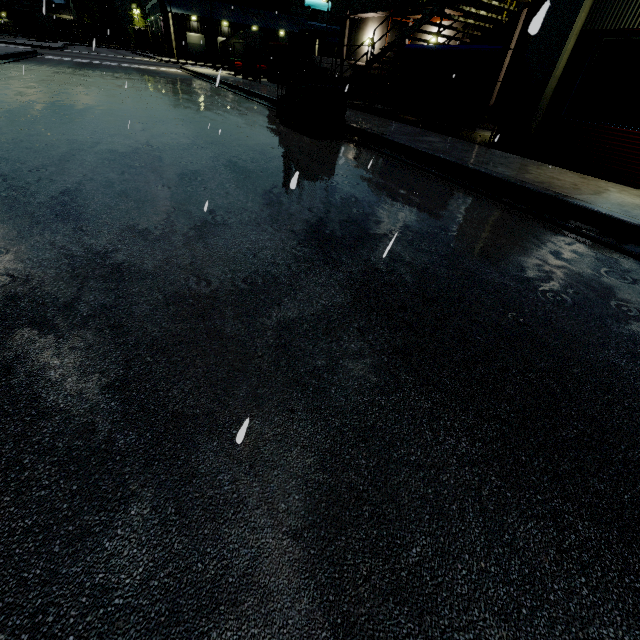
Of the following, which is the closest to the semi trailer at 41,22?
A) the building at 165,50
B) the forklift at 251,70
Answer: the building at 165,50

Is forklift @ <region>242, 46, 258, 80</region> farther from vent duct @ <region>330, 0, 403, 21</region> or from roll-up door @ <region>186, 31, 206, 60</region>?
roll-up door @ <region>186, 31, 206, 60</region>

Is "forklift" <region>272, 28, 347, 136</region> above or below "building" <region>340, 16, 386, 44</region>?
below

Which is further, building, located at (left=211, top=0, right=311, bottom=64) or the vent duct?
building, located at (left=211, top=0, right=311, bottom=64)

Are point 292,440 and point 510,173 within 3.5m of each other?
no

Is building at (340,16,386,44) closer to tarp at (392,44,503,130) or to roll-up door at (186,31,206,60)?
roll-up door at (186,31,206,60)

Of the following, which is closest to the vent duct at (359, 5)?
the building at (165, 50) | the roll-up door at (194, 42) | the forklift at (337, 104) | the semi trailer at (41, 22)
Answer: the building at (165, 50)

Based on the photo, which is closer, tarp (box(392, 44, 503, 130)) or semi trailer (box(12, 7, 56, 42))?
tarp (box(392, 44, 503, 130))
